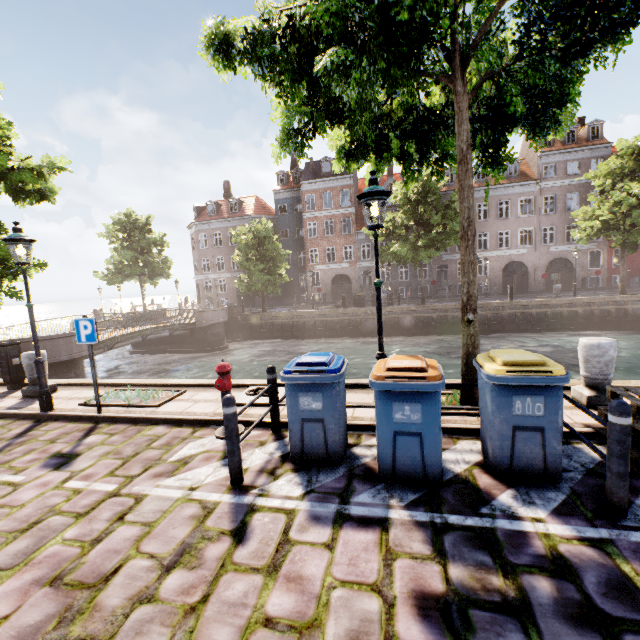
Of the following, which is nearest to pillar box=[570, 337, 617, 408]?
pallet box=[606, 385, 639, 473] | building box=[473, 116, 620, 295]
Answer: pallet box=[606, 385, 639, 473]

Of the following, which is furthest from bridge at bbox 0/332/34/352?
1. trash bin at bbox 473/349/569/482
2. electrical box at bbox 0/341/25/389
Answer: trash bin at bbox 473/349/569/482

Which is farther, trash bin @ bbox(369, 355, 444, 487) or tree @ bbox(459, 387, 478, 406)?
tree @ bbox(459, 387, 478, 406)

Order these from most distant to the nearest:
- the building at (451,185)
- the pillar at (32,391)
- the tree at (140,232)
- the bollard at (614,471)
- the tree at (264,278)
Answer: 1. the building at (451,185)
2. the tree at (140,232)
3. the tree at (264,278)
4. the pillar at (32,391)
5. the bollard at (614,471)

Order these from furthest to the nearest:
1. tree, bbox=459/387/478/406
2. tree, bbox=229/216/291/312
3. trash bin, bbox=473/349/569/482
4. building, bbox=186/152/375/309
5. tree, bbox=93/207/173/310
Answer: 1. building, bbox=186/152/375/309
2. tree, bbox=93/207/173/310
3. tree, bbox=229/216/291/312
4. tree, bbox=459/387/478/406
5. trash bin, bbox=473/349/569/482

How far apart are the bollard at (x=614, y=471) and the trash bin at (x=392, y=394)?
1.42m

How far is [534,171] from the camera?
31.94m

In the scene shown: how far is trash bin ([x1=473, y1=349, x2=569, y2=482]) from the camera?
3.50m
